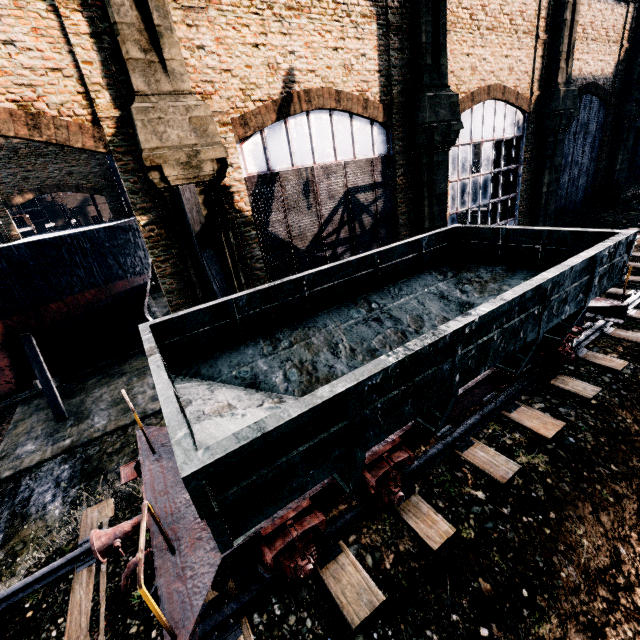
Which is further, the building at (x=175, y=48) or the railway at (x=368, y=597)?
the building at (x=175, y=48)

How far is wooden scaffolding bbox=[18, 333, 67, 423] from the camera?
18.3m

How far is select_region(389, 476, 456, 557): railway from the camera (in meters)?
5.85

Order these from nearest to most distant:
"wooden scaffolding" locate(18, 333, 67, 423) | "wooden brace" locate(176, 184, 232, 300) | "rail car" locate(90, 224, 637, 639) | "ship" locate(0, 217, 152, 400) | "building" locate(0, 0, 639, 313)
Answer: "rail car" locate(90, 224, 637, 639), "building" locate(0, 0, 639, 313), "wooden brace" locate(176, 184, 232, 300), "ship" locate(0, 217, 152, 400), "wooden scaffolding" locate(18, 333, 67, 423)

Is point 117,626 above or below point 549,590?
above

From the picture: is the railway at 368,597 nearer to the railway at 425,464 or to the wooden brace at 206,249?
the railway at 425,464

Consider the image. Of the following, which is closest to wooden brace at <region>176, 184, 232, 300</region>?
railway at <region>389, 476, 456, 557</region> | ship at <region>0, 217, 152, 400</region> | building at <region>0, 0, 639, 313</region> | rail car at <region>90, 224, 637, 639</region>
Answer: building at <region>0, 0, 639, 313</region>

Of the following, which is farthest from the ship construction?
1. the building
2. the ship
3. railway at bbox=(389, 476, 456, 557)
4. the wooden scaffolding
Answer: railway at bbox=(389, 476, 456, 557)
